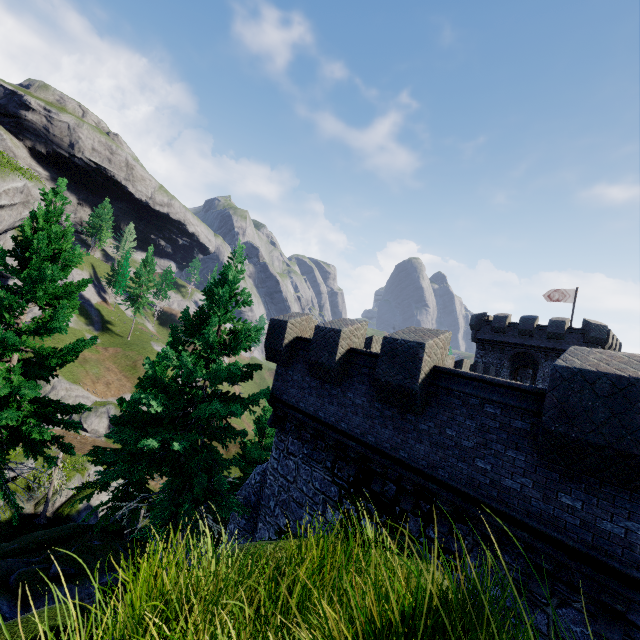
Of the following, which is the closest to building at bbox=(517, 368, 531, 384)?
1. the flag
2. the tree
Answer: the flag

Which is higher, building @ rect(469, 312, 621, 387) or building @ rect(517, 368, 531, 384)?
building @ rect(469, 312, 621, 387)

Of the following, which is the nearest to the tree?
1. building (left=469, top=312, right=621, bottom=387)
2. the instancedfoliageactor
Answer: building (left=469, top=312, right=621, bottom=387)

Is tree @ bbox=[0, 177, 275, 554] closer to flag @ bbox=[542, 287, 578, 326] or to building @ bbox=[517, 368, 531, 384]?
building @ bbox=[517, 368, 531, 384]

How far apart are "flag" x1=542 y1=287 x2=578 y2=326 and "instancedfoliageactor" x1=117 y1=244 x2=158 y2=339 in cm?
5632

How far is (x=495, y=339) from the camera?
34.53m

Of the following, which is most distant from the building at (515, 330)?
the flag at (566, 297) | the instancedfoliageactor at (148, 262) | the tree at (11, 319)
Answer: the instancedfoliageactor at (148, 262)

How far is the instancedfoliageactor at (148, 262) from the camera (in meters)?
53.38
